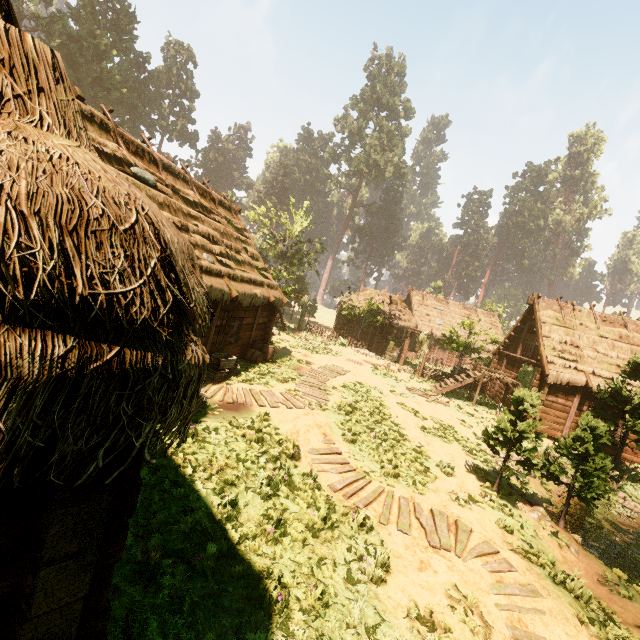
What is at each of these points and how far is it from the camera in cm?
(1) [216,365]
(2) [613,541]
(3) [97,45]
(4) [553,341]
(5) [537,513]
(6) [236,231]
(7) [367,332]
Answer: (1) basket, 1251
(2) rock, 1170
(3) treerock, 3644
(4) building, 1889
(5) rock, 1009
(6) building, 1725
(7) building, 3319

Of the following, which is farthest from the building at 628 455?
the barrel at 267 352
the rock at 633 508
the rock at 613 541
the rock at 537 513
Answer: the rock at 613 541

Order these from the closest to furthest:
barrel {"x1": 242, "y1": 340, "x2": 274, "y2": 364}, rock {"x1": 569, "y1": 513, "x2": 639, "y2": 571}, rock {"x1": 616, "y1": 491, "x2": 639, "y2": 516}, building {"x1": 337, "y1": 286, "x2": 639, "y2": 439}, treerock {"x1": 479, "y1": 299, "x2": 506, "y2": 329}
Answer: rock {"x1": 569, "y1": 513, "x2": 639, "y2": 571}, rock {"x1": 616, "y1": 491, "x2": 639, "y2": 516}, barrel {"x1": 242, "y1": 340, "x2": 274, "y2": 364}, building {"x1": 337, "y1": 286, "x2": 639, "y2": 439}, treerock {"x1": 479, "y1": 299, "x2": 506, "y2": 329}

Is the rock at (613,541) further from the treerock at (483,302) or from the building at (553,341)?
the building at (553,341)

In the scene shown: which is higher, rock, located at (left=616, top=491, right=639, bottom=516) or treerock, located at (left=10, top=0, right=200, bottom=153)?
treerock, located at (left=10, top=0, right=200, bottom=153)

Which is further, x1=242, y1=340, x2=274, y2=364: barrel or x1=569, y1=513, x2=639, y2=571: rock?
x1=242, y1=340, x2=274, y2=364: barrel

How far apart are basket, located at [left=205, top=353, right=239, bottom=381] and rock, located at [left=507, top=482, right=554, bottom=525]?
11.1 meters

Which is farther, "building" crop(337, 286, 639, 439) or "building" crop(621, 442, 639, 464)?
"building" crop(337, 286, 639, 439)
